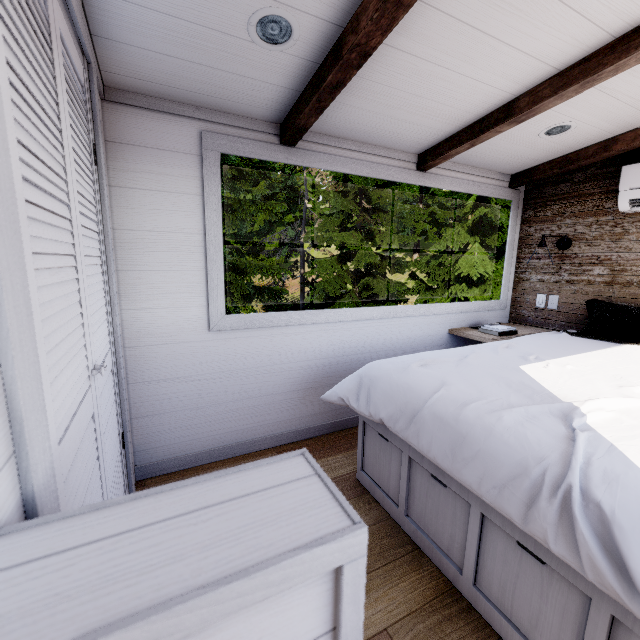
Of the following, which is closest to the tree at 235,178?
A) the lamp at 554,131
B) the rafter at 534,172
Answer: the rafter at 534,172

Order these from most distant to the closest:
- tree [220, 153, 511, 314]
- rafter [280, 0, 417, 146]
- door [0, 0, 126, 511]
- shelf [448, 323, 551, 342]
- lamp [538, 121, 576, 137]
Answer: tree [220, 153, 511, 314] < shelf [448, 323, 551, 342] < lamp [538, 121, 576, 137] < rafter [280, 0, 417, 146] < door [0, 0, 126, 511]

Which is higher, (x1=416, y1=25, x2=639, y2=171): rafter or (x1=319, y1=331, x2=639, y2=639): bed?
(x1=416, y1=25, x2=639, y2=171): rafter

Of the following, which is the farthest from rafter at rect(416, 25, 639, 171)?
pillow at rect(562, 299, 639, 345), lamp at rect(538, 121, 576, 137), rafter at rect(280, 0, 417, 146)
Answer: pillow at rect(562, 299, 639, 345)

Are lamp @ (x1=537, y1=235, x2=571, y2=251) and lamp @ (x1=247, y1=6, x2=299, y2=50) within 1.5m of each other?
no

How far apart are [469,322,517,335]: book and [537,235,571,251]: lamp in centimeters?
83cm

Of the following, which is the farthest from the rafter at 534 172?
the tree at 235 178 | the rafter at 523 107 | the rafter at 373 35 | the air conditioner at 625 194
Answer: the tree at 235 178

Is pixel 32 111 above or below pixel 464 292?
above
